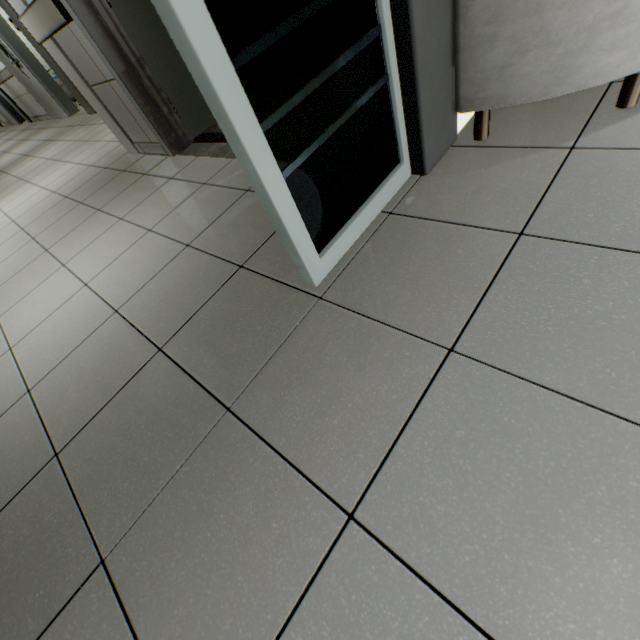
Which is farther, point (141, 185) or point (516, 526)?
point (141, 185)

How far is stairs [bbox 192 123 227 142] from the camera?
2.7m

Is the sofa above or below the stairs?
above

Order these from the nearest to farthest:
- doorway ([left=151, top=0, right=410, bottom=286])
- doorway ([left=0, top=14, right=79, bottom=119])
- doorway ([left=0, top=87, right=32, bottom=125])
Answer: doorway ([left=151, top=0, right=410, bottom=286]) < doorway ([left=0, top=14, right=79, bottom=119]) < doorway ([left=0, top=87, right=32, bottom=125])

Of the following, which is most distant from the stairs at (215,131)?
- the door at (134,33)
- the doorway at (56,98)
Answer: the doorway at (56,98)

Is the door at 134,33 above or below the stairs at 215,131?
above

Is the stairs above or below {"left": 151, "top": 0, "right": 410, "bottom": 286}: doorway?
below

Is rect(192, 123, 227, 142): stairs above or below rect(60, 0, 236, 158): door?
below
